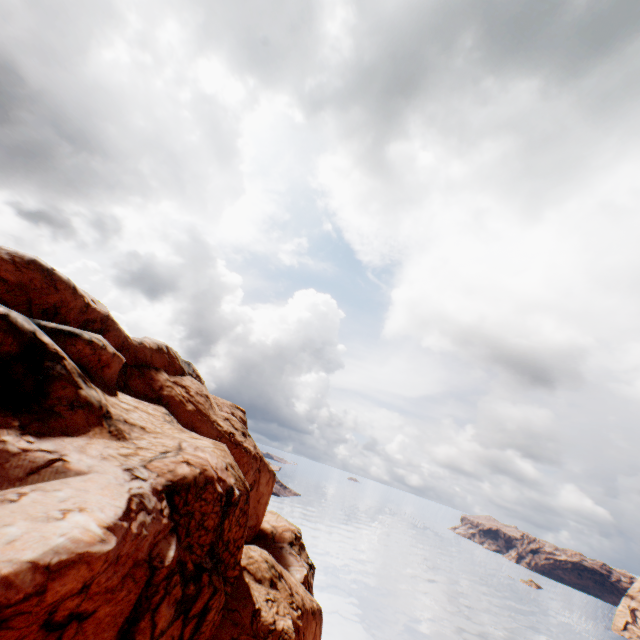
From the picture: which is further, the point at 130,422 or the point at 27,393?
the point at 130,422
